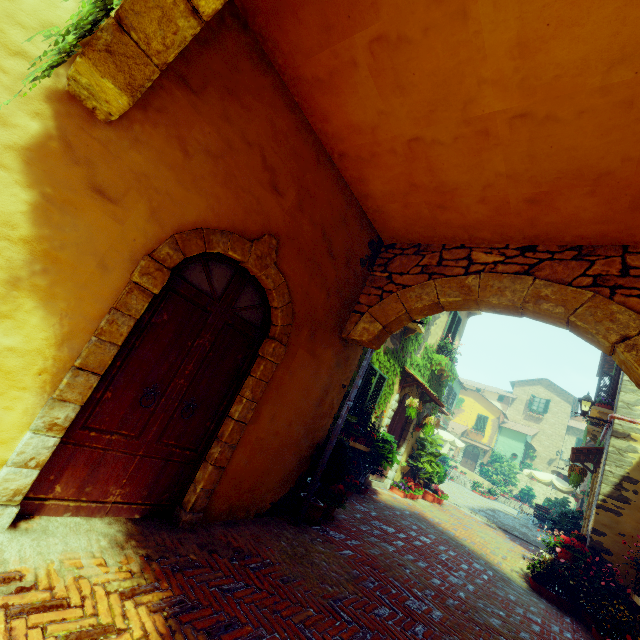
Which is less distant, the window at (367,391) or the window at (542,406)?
the window at (367,391)

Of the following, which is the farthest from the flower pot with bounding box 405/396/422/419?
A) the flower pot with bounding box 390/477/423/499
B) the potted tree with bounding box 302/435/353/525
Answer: the potted tree with bounding box 302/435/353/525

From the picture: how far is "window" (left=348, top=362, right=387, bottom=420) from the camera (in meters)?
7.70

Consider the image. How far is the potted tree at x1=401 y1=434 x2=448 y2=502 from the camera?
10.5m

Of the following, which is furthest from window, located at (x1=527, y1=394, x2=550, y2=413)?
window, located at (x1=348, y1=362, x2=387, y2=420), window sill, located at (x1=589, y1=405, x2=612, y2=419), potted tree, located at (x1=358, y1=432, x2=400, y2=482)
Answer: potted tree, located at (x1=358, y1=432, x2=400, y2=482)

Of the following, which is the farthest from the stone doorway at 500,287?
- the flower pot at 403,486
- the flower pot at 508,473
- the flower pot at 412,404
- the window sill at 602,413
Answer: the flower pot at 508,473

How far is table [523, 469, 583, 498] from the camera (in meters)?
16.20

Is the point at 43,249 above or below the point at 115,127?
below
